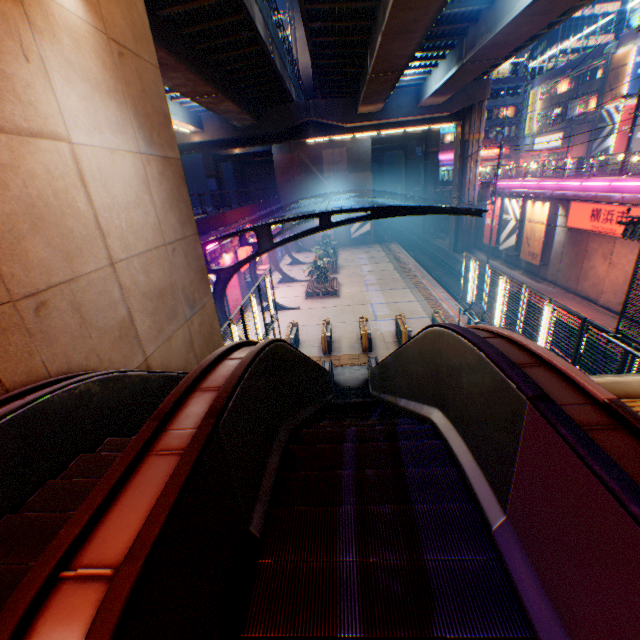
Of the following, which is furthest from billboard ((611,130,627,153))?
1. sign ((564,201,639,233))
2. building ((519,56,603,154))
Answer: sign ((564,201,639,233))

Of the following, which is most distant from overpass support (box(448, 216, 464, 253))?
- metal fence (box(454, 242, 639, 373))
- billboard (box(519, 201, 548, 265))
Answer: billboard (box(519, 201, 548, 265))

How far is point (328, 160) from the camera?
40.12m

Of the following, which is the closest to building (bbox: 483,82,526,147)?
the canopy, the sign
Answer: the canopy

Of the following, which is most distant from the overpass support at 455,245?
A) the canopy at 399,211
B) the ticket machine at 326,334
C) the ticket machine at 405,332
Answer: the ticket machine at 326,334

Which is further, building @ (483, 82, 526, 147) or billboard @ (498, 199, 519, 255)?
building @ (483, 82, 526, 147)

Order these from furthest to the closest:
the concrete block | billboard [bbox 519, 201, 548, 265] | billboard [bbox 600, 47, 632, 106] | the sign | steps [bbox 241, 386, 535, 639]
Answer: billboard [bbox 600, 47, 632, 106], billboard [bbox 519, 201, 548, 265], the concrete block, the sign, steps [bbox 241, 386, 535, 639]

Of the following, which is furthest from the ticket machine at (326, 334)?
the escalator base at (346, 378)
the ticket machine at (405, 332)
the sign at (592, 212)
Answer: the sign at (592, 212)
